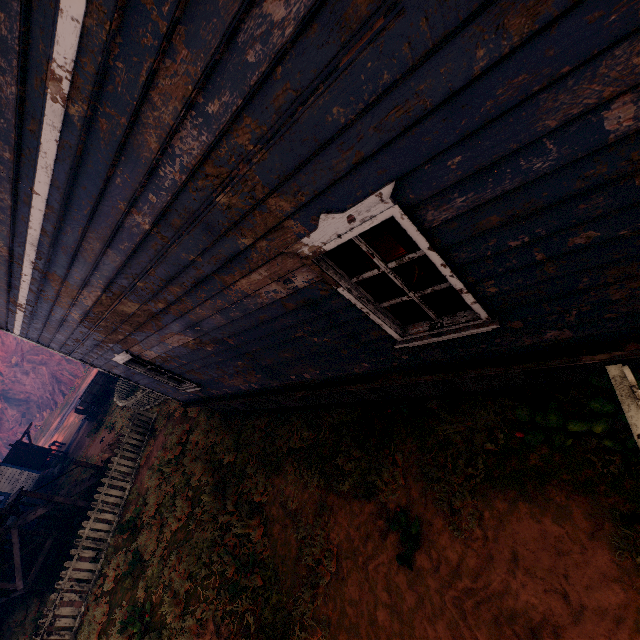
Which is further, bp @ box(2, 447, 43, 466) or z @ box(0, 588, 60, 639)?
bp @ box(2, 447, 43, 466)

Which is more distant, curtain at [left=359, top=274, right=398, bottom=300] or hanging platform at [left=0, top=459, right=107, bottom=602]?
hanging platform at [left=0, top=459, right=107, bottom=602]

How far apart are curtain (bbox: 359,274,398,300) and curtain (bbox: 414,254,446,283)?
0.3m

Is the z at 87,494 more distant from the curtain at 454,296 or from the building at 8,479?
the curtain at 454,296

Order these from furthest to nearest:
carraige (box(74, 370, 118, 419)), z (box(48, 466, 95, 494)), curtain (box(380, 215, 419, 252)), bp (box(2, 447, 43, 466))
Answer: bp (box(2, 447, 43, 466)) → carraige (box(74, 370, 118, 419)) → z (box(48, 466, 95, 494)) → curtain (box(380, 215, 419, 252))

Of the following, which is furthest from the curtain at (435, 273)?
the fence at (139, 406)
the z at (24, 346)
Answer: the fence at (139, 406)

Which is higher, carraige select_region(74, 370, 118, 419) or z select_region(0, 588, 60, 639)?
carraige select_region(74, 370, 118, 419)

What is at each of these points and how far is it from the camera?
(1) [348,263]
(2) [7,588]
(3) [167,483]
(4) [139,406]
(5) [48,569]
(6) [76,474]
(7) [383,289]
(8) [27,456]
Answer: (1) curtain, 2.90m
(2) hanging platform, 10.76m
(3) z, 9.48m
(4) fence, 12.97m
(5) z, 12.87m
(6) z, 17.58m
(7) curtain, 3.11m
(8) bp, 21.78m
